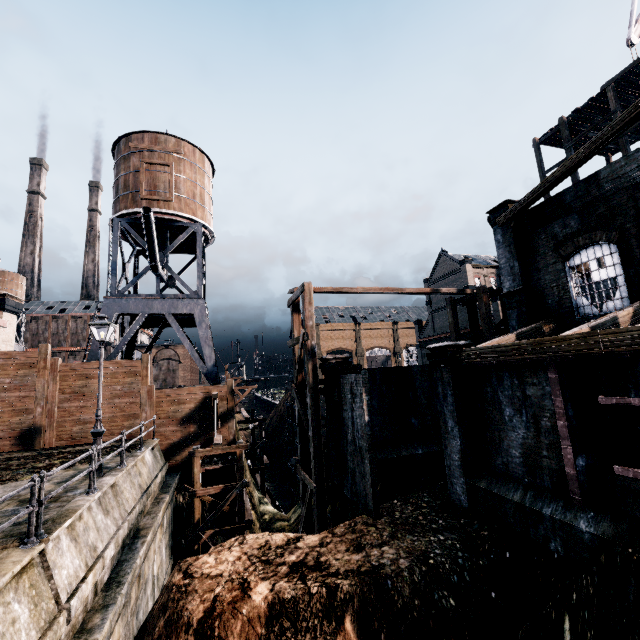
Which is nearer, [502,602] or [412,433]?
[502,602]

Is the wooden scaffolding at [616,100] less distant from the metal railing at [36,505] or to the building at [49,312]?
the metal railing at [36,505]

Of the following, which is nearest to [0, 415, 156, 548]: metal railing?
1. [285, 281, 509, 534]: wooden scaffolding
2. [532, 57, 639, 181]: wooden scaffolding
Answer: [285, 281, 509, 534]: wooden scaffolding

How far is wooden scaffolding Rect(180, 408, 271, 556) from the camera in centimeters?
1555cm

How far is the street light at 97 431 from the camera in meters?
11.6

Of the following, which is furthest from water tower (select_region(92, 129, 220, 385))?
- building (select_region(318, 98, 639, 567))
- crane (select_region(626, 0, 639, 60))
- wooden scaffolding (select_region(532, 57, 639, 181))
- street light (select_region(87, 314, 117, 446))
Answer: crane (select_region(626, 0, 639, 60))

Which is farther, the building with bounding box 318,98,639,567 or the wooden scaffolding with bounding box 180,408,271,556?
the wooden scaffolding with bounding box 180,408,271,556

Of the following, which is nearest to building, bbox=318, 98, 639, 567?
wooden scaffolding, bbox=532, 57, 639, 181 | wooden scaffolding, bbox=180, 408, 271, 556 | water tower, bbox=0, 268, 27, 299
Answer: wooden scaffolding, bbox=532, 57, 639, 181
